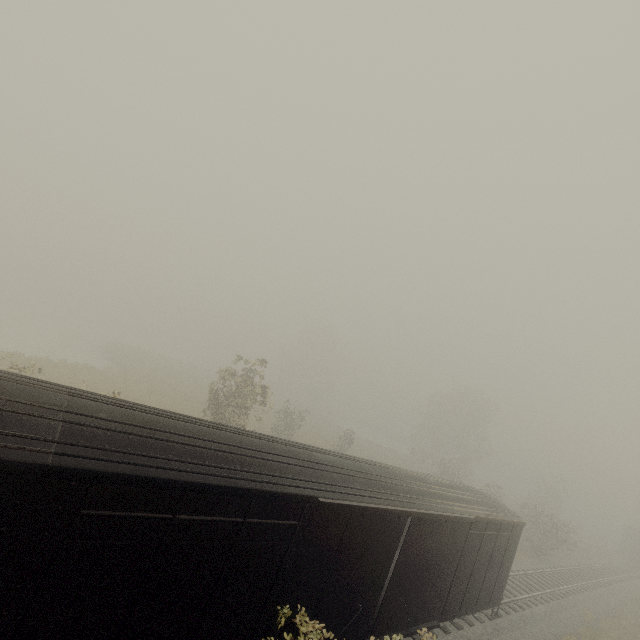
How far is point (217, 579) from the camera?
5.7m

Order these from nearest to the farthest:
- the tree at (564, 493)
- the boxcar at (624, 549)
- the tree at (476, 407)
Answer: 1. the tree at (564, 493)
2. the boxcar at (624, 549)
3. the tree at (476, 407)

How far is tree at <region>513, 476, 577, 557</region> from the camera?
28.8 meters

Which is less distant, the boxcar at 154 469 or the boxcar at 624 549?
the boxcar at 154 469

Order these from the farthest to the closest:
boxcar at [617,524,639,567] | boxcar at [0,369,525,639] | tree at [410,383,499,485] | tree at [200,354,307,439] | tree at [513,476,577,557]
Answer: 1. tree at [410,383,499,485]
2. boxcar at [617,524,639,567]
3. tree at [513,476,577,557]
4. tree at [200,354,307,439]
5. boxcar at [0,369,525,639]

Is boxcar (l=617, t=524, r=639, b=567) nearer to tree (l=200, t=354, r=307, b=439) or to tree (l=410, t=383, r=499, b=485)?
tree (l=200, t=354, r=307, b=439)

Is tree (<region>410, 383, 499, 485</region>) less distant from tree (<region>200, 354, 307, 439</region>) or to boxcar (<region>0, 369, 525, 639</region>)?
tree (<region>200, 354, 307, 439</region>)

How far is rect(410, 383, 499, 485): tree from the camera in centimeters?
4475cm
